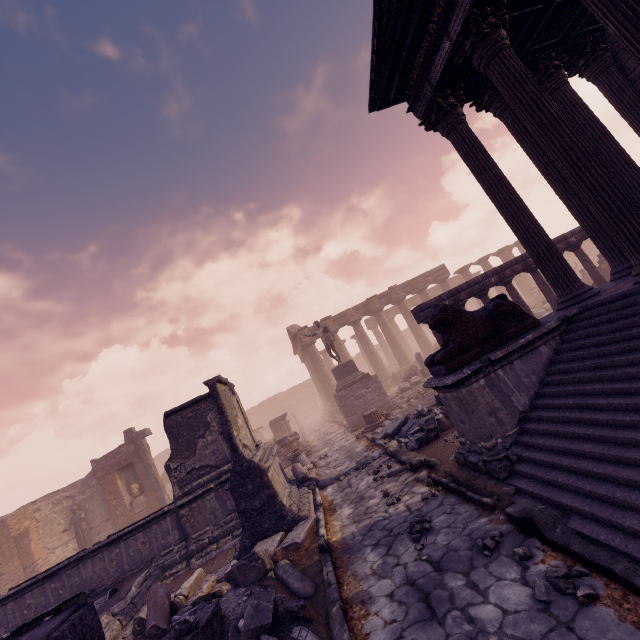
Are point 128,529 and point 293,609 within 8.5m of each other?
yes

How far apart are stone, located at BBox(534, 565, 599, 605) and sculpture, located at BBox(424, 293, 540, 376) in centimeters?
257cm

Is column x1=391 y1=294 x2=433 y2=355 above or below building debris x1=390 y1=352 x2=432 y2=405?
above

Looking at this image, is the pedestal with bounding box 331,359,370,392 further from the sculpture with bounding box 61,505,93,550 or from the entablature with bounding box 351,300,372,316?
the sculpture with bounding box 61,505,93,550

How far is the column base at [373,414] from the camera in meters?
12.8 m

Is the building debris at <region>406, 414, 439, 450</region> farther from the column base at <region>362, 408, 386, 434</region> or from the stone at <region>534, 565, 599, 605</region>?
the stone at <region>534, 565, 599, 605</region>

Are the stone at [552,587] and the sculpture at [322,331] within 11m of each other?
no

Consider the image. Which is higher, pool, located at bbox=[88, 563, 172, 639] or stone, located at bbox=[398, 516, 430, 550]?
pool, located at bbox=[88, 563, 172, 639]
